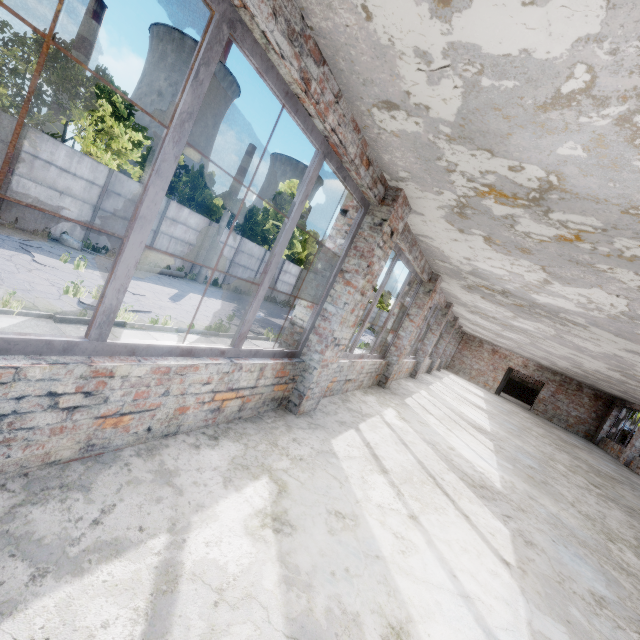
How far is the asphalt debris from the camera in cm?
977

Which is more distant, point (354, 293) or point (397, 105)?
point (354, 293)

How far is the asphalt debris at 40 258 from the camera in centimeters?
977cm
